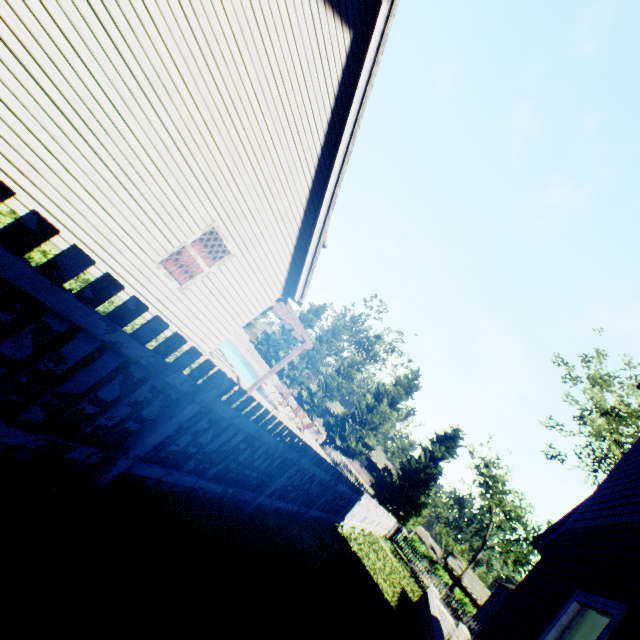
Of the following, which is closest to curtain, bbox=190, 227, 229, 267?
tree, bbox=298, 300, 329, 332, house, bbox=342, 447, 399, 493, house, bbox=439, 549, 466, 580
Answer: tree, bbox=298, 300, 329, 332

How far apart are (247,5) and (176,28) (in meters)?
1.27

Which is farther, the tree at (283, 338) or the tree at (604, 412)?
the tree at (283, 338)

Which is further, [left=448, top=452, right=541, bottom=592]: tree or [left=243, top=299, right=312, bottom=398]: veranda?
[left=448, top=452, right=541, bottom=592]: tree

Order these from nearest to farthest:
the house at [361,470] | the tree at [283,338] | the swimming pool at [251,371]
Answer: the swimming pool at [251,371], the tree at [283,338], the house at [361,470]

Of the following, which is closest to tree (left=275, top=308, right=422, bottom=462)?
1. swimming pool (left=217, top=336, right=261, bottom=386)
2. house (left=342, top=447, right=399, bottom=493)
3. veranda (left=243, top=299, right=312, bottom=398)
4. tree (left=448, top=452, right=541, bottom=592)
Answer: house (left=342, top=447, right=399, bottom=493)

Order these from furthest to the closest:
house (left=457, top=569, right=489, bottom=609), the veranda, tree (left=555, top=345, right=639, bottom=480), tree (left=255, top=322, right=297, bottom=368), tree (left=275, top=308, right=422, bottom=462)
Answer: house (left=457, top=569, right=489, bottom=609), tree (left=255, top=322, right=297, bottom=368), tree (left=275, top=308, right=422, bottom=462), tree (left=555, top=345, right=639, bottom=480), the veranda

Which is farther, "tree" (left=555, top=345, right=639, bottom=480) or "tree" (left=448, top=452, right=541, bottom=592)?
"tree" (left=448, top=452, right=541, bottom=592)
